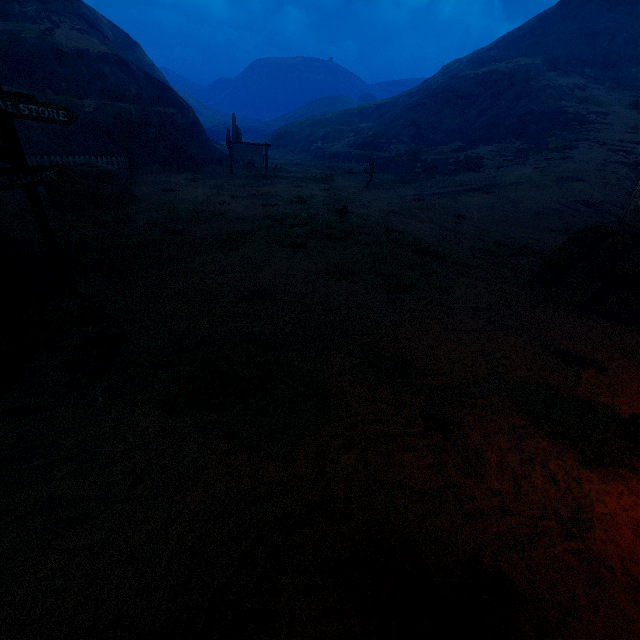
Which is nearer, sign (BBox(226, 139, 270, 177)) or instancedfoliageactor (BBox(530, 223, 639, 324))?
instancedfoliageactor (BBox(530, 223, 639, 324))

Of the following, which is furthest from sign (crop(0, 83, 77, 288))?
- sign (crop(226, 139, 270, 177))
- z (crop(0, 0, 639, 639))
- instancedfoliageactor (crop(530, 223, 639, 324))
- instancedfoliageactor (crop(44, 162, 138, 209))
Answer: sign (crop(226, 139, 270, 177))

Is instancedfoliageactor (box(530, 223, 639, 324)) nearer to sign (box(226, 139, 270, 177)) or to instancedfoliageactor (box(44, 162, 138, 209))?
instancedfoliageactor (box(44, 162, 138, 209))

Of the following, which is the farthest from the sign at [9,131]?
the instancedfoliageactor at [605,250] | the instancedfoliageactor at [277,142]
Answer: the instancedfoliageactor at [277,142]

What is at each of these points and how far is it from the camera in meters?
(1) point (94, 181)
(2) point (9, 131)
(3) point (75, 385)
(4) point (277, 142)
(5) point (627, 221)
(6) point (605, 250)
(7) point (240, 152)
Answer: (1) instancedfoliageactor, 12.0
(2) sign, 4.8
(3) z, 4.0
(4) instancedfoliageactor, 50.8
(5) building, 11.1
(6) instancedfoliageactor, 7.2
(7) sign, 23.3

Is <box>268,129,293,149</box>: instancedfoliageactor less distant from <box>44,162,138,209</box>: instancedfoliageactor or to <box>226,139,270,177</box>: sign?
<box>226,139,270,177</box>: sign

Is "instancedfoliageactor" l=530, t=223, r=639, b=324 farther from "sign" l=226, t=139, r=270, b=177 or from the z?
"sign" l=226, t=139, r=270, b=177

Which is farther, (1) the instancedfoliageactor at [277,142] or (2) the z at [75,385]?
(1) the instancedfoliageactor at [277,142]
